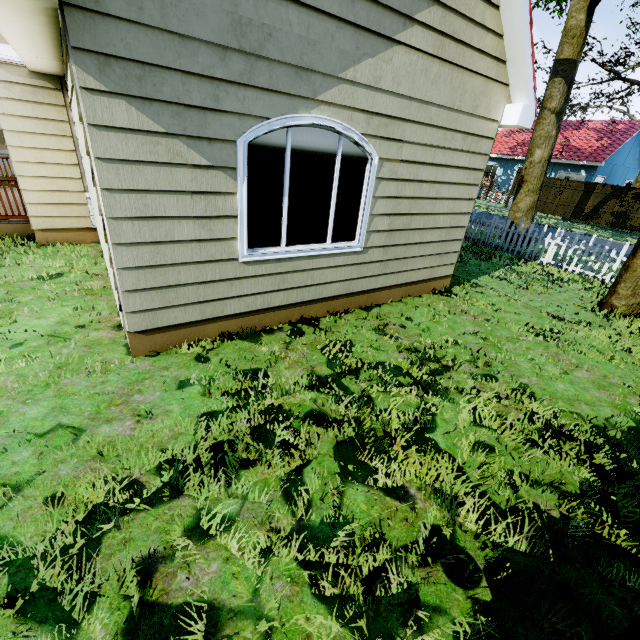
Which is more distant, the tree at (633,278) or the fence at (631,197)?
the fence at (631,197)

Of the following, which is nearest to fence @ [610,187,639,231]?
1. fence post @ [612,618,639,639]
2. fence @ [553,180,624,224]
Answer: fence @ [553,180,624,224]

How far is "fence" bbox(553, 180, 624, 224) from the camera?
20.2 meters

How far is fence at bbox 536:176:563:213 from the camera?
22.4 meters

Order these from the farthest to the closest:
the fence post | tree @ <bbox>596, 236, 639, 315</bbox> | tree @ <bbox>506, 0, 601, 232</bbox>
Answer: tree @ <bbox>506, 0, 601, 232</bbox>
tree @ <bbox>596, 236, 639, 315</bbox>
the fence post

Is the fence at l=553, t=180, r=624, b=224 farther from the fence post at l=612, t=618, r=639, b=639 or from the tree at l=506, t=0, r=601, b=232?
the fence post at l=612, t=618, r=639, b=639

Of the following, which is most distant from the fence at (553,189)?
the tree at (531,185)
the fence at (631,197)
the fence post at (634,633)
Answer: the fence at (631,197)

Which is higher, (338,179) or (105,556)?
(338,179)
